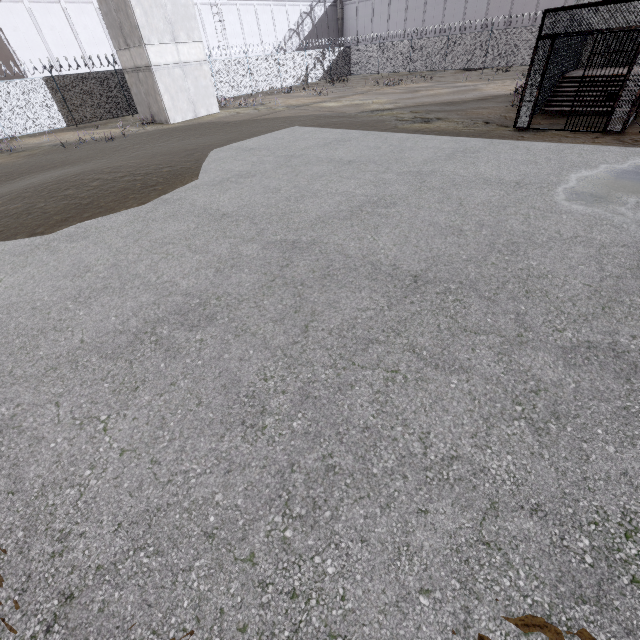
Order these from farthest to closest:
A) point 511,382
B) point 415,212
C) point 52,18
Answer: point 52,18 < point 415,212 < point 511,382

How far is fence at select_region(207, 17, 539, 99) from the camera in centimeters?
2858cm

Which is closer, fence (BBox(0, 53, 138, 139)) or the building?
the building

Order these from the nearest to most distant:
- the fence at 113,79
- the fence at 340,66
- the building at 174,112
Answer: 1. the building at 174,112
2. the fence at 113,79
3. the fence at 340,66

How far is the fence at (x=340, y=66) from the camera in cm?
2858

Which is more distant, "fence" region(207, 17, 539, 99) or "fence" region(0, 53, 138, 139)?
"fence" region(207, 17, 539, 99)

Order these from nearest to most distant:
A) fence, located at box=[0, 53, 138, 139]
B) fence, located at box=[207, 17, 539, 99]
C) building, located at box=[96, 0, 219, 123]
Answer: building, located at box=[96, 0, 219, 123] < fence, located at box=[0, 53, 138, 139] < fence, located at box=[207, 17, 539, 99]
